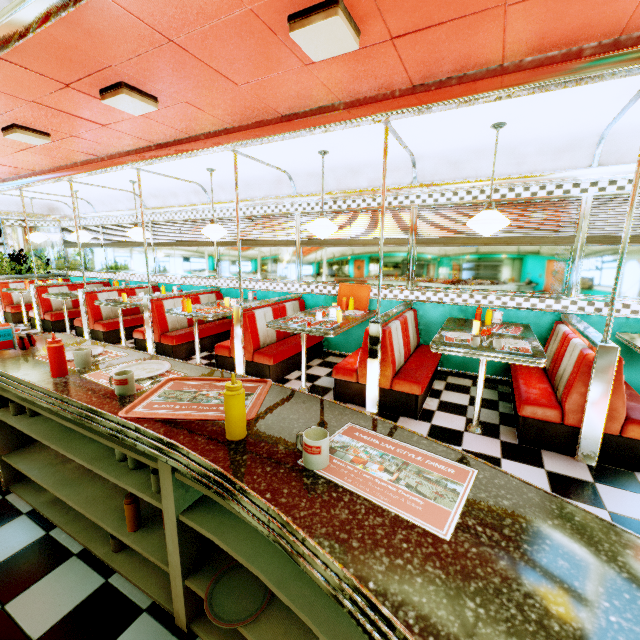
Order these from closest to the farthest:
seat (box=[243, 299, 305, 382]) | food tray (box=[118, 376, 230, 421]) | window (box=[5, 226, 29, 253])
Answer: food tray (box=[118, 376, 230, 421])
seat (box=[243, 299, 305, 382])
window (box=[5, 226, 29, 253])

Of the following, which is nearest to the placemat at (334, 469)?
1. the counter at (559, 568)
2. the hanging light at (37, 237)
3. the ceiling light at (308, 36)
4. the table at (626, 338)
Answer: the counter at (559, 568)

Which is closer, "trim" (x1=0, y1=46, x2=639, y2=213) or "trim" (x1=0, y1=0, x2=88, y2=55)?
"trim" (x1=0, y1=0, x2=88, y2=55)

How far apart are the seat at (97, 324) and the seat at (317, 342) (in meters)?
3.53

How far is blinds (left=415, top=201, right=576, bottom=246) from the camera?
3.97m

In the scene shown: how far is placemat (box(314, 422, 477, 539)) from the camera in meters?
0.8 m

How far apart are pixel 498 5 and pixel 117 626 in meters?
3.9 m

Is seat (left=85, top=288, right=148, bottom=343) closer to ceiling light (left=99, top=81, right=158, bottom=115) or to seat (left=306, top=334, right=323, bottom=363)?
seat (left=306, top=334, right=323, bottom=363)
